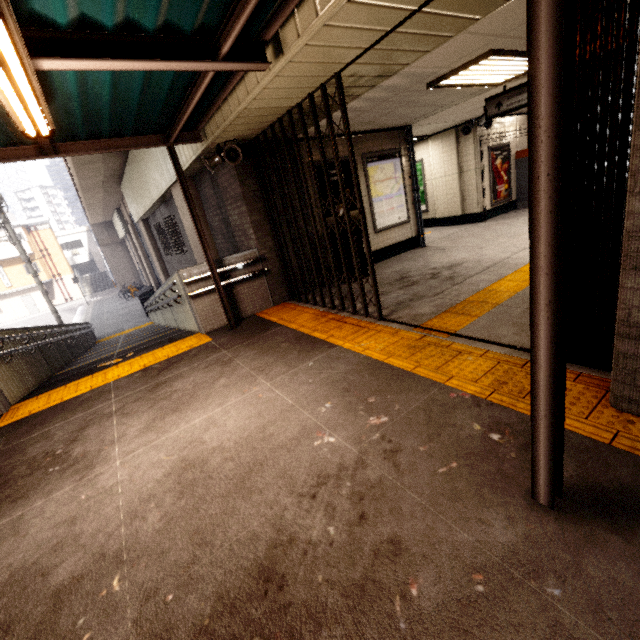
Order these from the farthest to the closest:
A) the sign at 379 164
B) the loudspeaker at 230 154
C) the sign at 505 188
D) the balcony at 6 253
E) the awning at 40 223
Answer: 1. the awning at 40 223
2. the balcony at 6 253
3. the sign at 505 188
4. the sign at 379 164
5. the loudspeaker at 230 154

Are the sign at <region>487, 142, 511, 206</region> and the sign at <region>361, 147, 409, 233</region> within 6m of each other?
yes

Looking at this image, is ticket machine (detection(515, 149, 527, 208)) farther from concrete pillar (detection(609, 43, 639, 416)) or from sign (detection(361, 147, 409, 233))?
concrete pillar (detection(609, 43, 639, 416))

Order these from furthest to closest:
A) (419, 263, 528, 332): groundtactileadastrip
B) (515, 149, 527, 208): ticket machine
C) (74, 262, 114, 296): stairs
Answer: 1. (74, 262, 114, 296): stairs
2. (515, 149, 527, 208): ticket machine
3. (419, 263, 528, 332): groundtactileadastrip

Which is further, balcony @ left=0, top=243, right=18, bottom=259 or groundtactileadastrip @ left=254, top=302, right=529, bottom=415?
balcony @ left=0, top=243, right=18, bottom=259

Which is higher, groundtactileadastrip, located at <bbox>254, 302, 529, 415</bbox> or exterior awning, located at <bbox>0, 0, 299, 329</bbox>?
exterior awning, located at <bbox>0, 0, 299, 329</bbox>

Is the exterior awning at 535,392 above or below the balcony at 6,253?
below

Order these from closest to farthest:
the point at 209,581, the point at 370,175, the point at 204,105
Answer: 1. the point at 209,581
2. the point at 204,105
3. the point at 370,175
